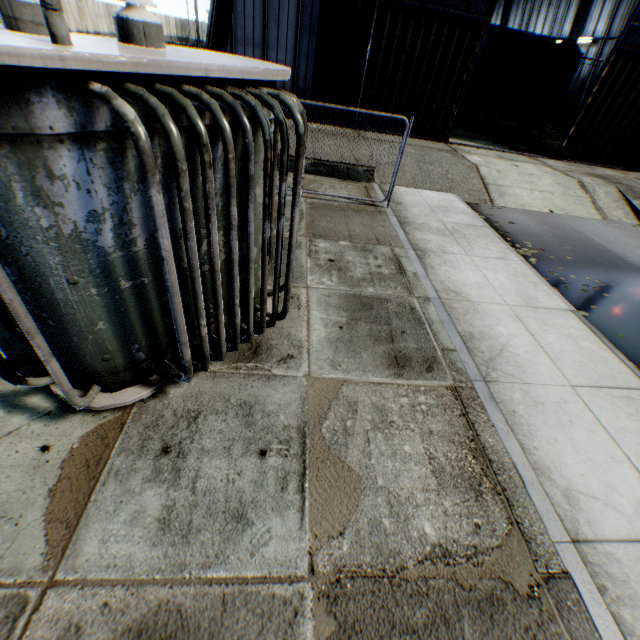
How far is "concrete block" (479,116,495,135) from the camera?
19.0m

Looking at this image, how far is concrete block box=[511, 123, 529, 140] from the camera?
19.5 meters

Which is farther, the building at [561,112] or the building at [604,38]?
the building at [561,112]

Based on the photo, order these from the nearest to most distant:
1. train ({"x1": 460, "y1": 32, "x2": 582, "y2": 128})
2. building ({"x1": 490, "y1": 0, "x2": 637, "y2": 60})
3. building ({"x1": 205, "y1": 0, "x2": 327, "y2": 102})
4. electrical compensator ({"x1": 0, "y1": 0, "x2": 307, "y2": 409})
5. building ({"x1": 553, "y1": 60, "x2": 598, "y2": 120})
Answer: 1. electrical compensator ({"x1": 0, "y1": 0, "x2": 307, "y2": 409})
2. building ({"x1": 205, "y1": 0, "x2": 327, "y2": 102})
3. train ({"x1": 460, "y1": 32, "x2": 582, "y2": 128})
4. building ({"x1": 490, "y1": 0, "x2": 637, "y2": 60})
5. building ({"x1": 553, "y1": 60, "x2": 598, "y2": 120})

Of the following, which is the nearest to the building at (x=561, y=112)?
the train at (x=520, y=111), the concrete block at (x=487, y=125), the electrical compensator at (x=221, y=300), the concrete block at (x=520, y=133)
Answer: the train at (x=520, y=111)

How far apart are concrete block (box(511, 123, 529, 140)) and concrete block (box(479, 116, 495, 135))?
1.2 meters

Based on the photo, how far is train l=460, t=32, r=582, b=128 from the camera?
16.7m

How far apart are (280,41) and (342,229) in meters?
10.8 m
